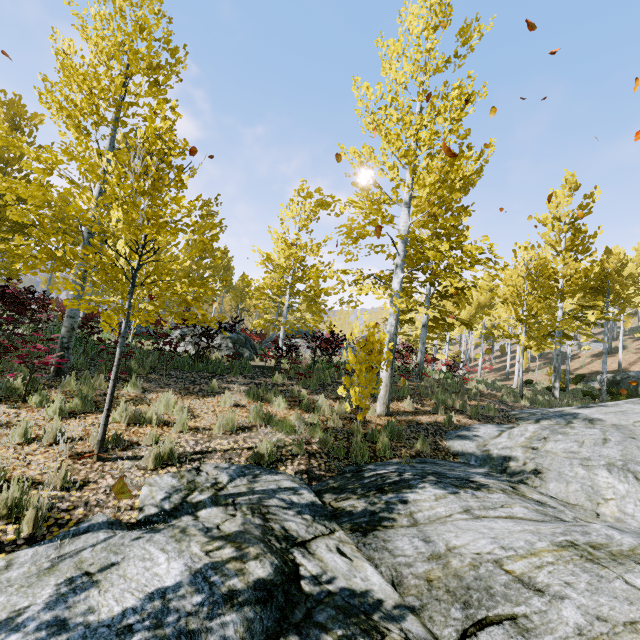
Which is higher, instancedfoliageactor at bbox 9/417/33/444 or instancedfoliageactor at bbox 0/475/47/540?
instancedfoliageactor at bbox 9/417/33/444

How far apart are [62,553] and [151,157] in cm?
534

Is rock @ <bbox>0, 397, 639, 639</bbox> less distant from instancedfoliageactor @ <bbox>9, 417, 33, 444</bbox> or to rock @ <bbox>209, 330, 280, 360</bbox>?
instancedfoliageactor @ <bbox>9, 417, 33, 444</bbox>

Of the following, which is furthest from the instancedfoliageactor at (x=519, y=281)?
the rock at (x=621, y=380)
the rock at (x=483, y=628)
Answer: the rock at (x=621, y=380)

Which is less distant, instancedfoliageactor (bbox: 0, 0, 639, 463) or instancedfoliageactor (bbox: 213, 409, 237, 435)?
instancedfoliageactor (bbox: 0, 0, 639, 463)

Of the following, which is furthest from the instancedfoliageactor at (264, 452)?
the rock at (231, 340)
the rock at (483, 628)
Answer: the rock at (231, 340)

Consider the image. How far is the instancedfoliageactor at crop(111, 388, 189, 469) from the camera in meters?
4.8 m
